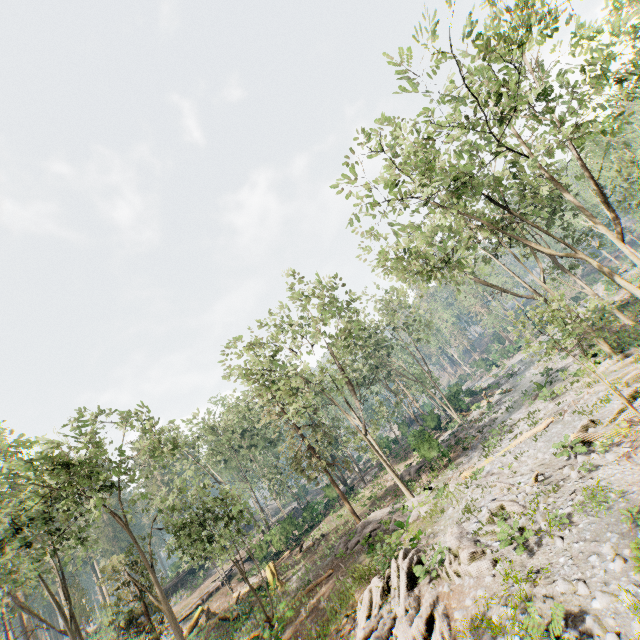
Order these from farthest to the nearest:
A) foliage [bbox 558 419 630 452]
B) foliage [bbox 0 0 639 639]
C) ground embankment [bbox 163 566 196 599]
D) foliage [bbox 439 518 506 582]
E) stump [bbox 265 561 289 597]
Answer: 1. ground embankment [bbox 163 566 196 599]
2. stump [bbox 265 561 289 597]
3. foliage [bbox 0 0 639 639]
4. foliage [bbox 558 419 630 452]
5. foliage [bbox 439 518 506 582]

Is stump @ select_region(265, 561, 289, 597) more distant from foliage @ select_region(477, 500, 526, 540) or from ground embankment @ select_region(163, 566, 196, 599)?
ground embankment @ select_region(163, 566, 196, 599)

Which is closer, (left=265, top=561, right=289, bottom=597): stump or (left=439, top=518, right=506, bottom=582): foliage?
(left=439, top=518, right=506, bottom=582): foliage

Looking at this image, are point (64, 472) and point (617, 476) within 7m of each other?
no

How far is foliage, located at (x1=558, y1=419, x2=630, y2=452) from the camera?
13.4m

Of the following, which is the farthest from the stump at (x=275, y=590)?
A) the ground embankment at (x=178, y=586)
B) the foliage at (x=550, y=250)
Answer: the ground embankment at (x=178, y=586)

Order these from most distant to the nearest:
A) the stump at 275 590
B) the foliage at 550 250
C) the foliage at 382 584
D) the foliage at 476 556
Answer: the stump at 275 590 → the foliage at 550 250 → the foliage at 476 556 → the foliage at 382 584
